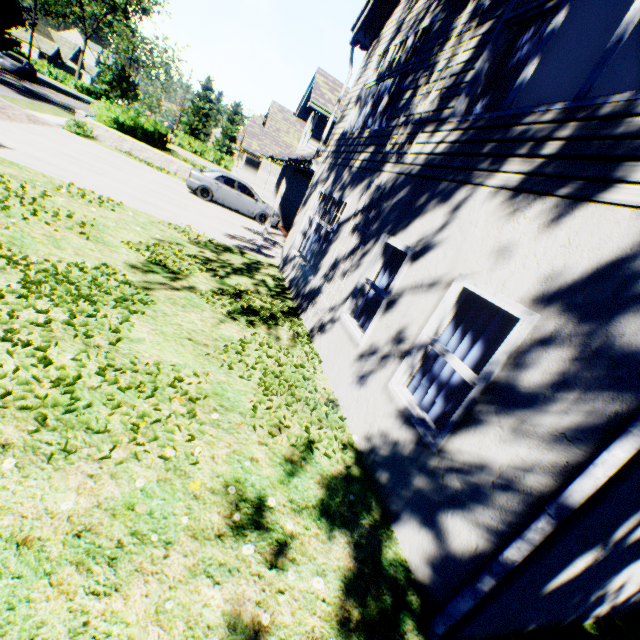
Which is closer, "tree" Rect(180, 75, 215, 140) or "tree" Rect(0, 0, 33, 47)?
"tree" Rect(0, 0, 33, 47)

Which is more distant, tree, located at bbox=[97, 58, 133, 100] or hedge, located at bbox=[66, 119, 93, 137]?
tree, located at bbox=[97, 58, 133, 100]

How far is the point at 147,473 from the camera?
2.7m

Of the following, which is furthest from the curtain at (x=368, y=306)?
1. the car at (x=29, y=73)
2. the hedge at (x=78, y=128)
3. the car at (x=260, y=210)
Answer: the car at (x=29, y=73)

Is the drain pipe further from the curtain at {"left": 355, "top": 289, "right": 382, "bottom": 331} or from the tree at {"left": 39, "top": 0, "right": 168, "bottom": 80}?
the tree at {"left": 39, "top": 0, "right": 168, "bottom": 80}

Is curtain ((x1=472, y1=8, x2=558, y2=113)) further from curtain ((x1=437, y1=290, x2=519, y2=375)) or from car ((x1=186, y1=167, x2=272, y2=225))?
car ((x1=186, y1=167, x2=272, y2=225))

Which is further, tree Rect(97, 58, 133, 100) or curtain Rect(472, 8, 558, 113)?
tree Rect(97, 58, 133, 100)

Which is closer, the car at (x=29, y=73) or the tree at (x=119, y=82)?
the car at (x=29, y=73)
